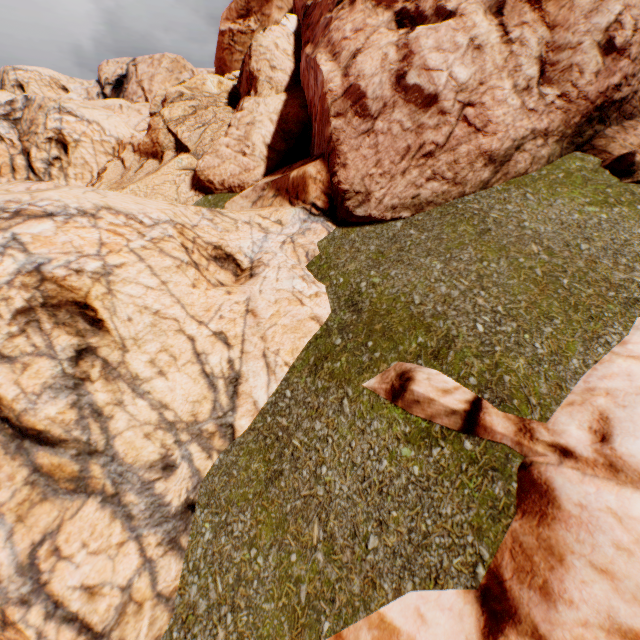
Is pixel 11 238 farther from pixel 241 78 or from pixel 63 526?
pixel 241 78

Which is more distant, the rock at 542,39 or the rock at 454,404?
the rock at 542,39

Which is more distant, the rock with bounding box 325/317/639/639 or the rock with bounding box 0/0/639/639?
the rock with bounding box 0/0/639/639
